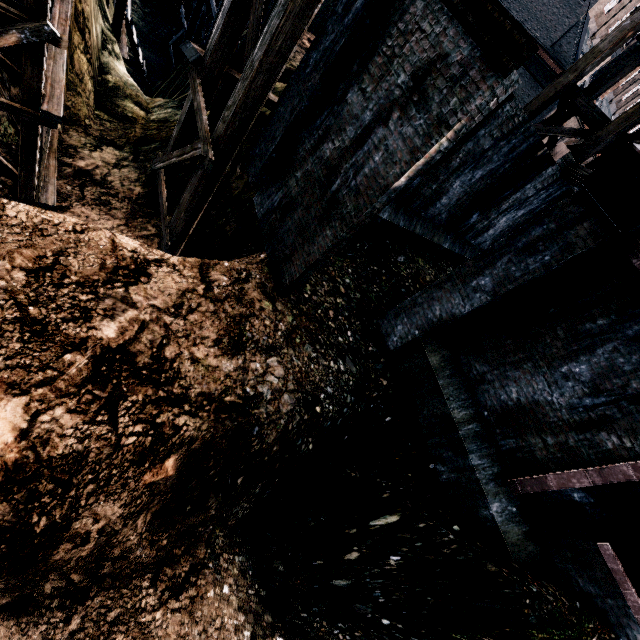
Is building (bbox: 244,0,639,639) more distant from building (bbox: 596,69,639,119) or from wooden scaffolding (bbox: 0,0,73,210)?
building (bbox: 596,69,639,119)

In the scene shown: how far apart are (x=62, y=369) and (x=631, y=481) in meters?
9.7 m

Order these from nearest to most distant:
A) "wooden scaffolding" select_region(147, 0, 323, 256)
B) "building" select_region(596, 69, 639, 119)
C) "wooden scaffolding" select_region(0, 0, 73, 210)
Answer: "wooden scaffolding" select_region(0, 0, 73, 210) < "wooden scaffolding" select_region(147, 0, 323, 256) < "building" select_region(596, 69, 639, 119)

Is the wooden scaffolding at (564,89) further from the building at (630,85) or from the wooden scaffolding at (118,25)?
the building at (630,85)

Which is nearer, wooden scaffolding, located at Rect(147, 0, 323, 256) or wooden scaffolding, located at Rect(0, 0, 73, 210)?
wooden scaffolding, located at Rect(0, 0, 73, 210)

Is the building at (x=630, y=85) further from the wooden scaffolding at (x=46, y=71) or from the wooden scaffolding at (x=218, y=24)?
the wooden scaffolding at (x=46, y=71)

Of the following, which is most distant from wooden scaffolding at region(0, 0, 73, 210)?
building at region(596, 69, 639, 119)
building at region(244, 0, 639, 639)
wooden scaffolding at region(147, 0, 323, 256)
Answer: building at region(596, 69, 639, 119)

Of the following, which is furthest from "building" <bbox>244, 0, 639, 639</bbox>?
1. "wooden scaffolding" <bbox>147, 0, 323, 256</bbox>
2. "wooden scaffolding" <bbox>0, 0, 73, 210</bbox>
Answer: "wooden scaffolding" <bbox>0, 0, 73, 210</bbox>
